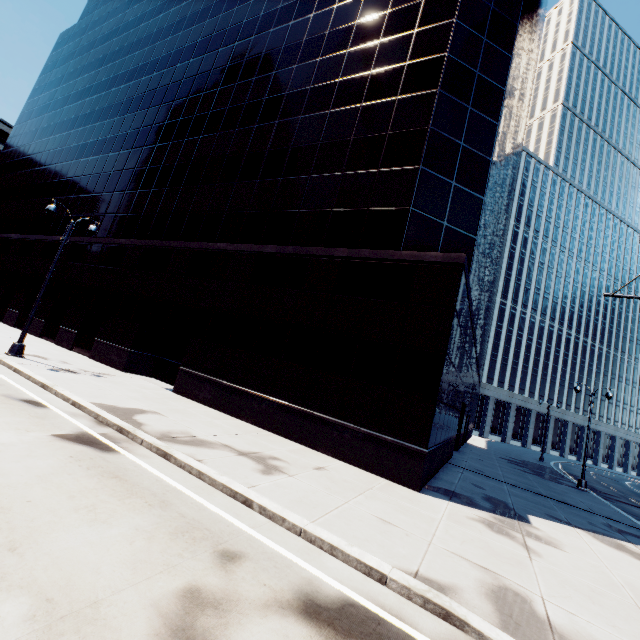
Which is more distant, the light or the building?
the light

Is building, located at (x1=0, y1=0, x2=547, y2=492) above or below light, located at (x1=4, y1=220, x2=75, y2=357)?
above

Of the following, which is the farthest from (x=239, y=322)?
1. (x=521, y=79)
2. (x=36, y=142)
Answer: (x=36, y=142)

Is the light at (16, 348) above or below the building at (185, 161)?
below

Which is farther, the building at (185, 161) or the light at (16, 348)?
the light at (16, 348)
